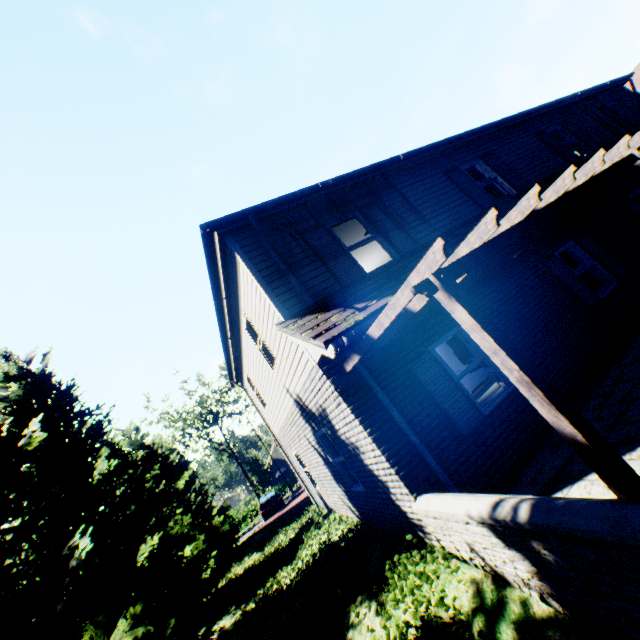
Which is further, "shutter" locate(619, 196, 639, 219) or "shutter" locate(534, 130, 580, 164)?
"shutter" locate(534, 130, 580, 164)

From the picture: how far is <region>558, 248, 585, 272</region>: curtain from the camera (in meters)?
8.91

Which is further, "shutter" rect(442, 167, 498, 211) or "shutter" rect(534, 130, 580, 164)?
"shutter" rect(534, 130, 580, 164)

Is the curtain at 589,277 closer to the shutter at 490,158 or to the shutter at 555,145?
the shutter at 490,158

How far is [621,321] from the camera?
7.7 meters

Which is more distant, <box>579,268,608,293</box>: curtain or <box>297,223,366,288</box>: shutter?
<box>579,268,608,293</box>: curtain

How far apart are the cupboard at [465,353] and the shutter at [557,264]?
3.2m

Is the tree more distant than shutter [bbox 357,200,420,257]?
No
